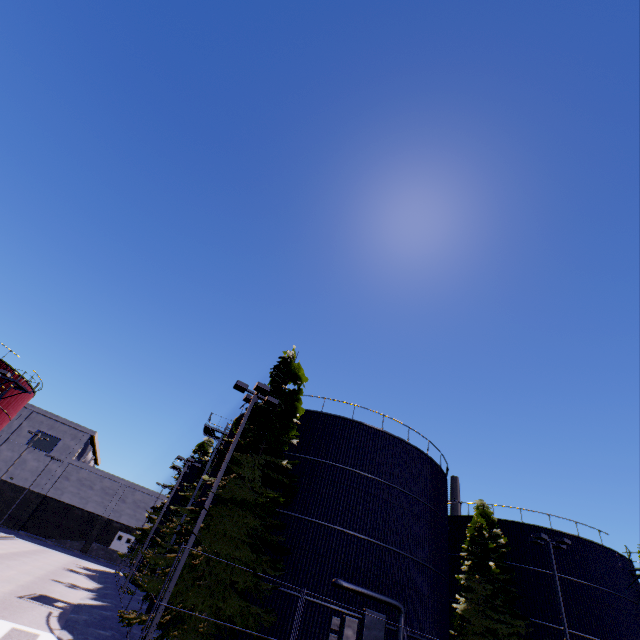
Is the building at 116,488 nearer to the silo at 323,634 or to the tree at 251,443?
the silo at 323,634

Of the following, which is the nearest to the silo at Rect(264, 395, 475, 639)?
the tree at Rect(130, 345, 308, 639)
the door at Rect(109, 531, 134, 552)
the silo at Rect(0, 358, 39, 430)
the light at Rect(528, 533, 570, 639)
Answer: the tree at Rect(130, 345, 308, 639)

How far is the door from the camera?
54.8 meters

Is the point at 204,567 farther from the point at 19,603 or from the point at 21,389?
the point at 21,389

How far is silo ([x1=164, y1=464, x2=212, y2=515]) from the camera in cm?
2150

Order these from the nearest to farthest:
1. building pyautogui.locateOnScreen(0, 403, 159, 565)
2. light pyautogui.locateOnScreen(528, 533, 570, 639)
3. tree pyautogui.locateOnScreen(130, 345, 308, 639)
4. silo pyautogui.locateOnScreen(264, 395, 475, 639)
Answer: tree pyautogui.locateOnScreen(130, 345, 308, 639) → silo pyautogui.locateOnScreen(264, 395, 475, 639) → light pyautogui.locateOnScreen(528, 533, 570, 639) → building pyautogui.locateOnScreen(0, 403, 159, 565)

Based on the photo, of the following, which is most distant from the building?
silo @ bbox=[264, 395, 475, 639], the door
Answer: the door

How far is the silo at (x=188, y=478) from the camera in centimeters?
2150cm
